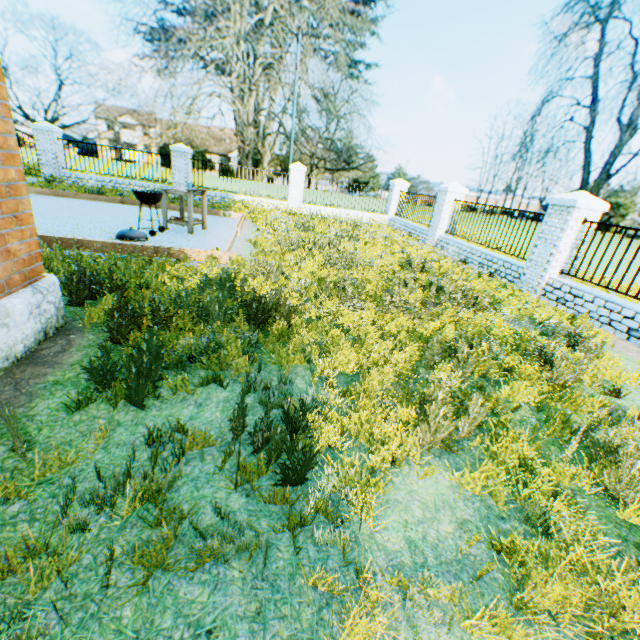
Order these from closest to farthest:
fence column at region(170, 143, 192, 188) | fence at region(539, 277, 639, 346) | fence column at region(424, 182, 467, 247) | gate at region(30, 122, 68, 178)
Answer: fence at region(539, 277, 639, 346), fence column at region(424, 182, 467, 247), gate at region(30, 122, 68, 178), fence column at region(170, 143, 192, 188)

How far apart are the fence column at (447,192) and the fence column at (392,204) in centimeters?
474cm

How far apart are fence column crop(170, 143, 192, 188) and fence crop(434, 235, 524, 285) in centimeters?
1190cm

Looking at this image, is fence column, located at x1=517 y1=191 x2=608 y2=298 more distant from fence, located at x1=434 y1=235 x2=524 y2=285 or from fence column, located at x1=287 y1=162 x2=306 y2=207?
fence column, located at x1=287 y1=162 x2=306 y2=207

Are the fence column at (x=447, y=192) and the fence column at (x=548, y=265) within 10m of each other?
yes

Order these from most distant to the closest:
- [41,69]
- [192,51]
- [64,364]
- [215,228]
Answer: [192,51] → [41,69] → [215,228] → [64,364]

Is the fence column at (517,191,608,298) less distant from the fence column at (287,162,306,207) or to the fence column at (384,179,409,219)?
the fence column at (384,179,409,219)

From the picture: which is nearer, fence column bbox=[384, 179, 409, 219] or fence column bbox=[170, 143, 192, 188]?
fence column bbox=[170, 143, 192, 188]
